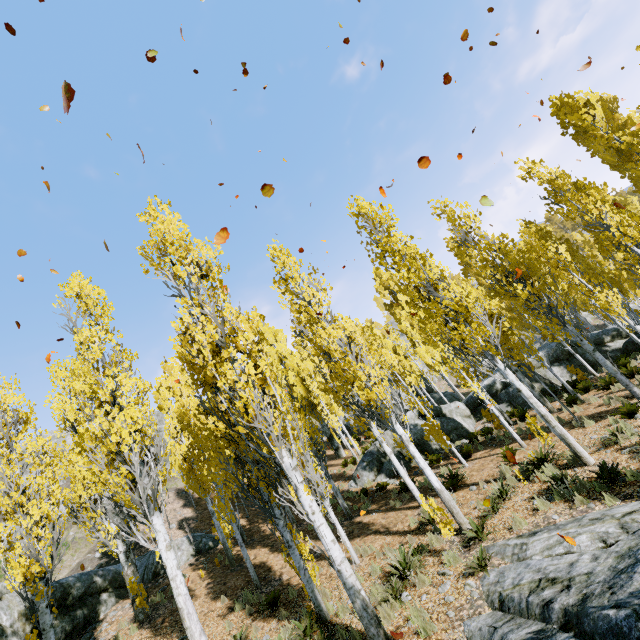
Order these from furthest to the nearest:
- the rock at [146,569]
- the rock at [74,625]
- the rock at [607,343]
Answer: the rock at [607,343] < the rock at [146,569] < the rock at [74,625]

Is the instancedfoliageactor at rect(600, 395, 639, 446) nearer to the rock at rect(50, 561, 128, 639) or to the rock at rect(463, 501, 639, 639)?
the rock at rect(463, 501, 639, 639)

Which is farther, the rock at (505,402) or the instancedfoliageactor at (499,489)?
the rock at (505,402)

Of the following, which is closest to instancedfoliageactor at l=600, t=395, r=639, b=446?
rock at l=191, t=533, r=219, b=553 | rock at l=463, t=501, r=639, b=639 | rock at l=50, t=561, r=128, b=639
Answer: rock at l=463, t=501, r=639, b=639

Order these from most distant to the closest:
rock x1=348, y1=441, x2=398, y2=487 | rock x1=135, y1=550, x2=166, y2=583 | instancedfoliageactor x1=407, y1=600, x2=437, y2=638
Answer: rock x1=348, y1=441, x2=398, y2=487, rock x1=135, y1=550, x2=166, y2=583, instancedfoliageactor x1=407, y1=600, x2=437, y2=638

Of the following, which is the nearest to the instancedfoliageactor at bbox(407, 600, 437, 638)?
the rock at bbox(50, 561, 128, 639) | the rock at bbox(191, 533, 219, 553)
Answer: the rock at bbox(191, 533, 219, 553)

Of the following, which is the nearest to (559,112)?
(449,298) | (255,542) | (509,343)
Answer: (509,343)

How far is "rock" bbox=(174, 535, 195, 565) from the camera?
17.6m
